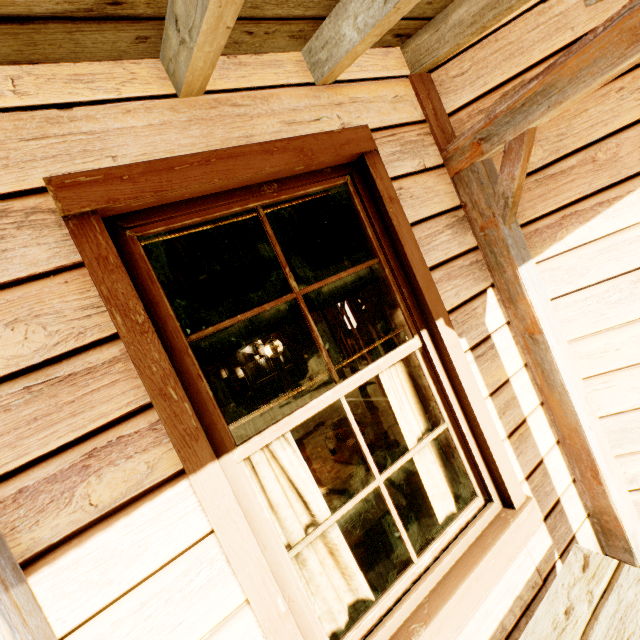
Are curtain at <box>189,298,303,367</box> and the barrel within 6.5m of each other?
no

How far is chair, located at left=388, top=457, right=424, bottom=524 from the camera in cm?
300

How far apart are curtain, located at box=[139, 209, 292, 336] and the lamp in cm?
525

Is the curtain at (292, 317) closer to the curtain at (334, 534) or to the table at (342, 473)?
the curtain at (334, 534)

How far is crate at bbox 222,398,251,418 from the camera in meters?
10.0 m

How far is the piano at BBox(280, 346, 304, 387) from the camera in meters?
10.3 m

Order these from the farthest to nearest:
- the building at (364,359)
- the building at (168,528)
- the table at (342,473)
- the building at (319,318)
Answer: the building at (364,359) < the building at (319,318) < the table at (342,473) < the building at (168,528)

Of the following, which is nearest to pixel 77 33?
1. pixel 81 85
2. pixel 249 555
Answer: pixel 81 85
